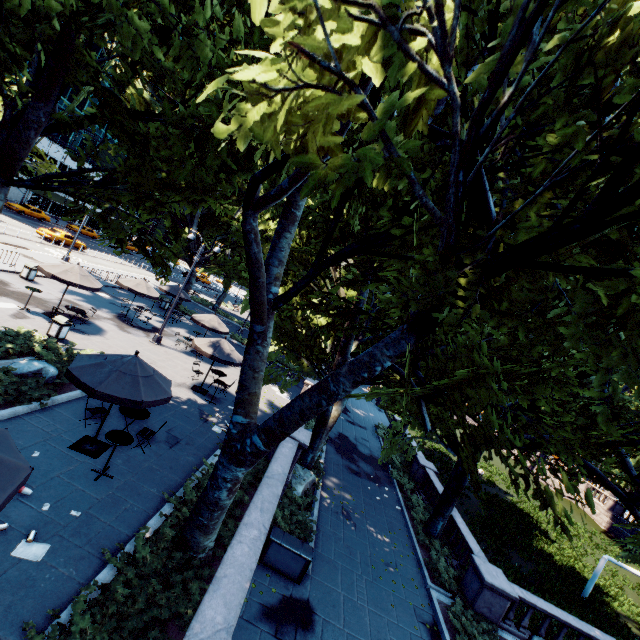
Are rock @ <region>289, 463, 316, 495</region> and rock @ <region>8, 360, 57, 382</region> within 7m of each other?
no

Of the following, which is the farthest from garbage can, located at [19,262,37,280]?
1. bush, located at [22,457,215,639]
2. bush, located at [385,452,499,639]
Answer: bush, located at [385,452,499,639]

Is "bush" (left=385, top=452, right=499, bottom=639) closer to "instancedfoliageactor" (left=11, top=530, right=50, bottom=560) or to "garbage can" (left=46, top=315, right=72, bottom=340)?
"instancedfoliageactor" (left=11, top=530, right=50, bottom=560)

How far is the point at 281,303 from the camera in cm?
789

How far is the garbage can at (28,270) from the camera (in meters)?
19.80

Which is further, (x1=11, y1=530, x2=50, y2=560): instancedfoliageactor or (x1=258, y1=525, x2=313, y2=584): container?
(x1=258, y1=525, x2=313, y2=584): container

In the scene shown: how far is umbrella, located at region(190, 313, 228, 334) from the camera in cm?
2108

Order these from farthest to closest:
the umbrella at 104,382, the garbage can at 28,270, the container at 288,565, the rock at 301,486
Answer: the garbage can at 28,270 → the rock at 301,486 → the container at 288,565 → the umbrella at 104,382
